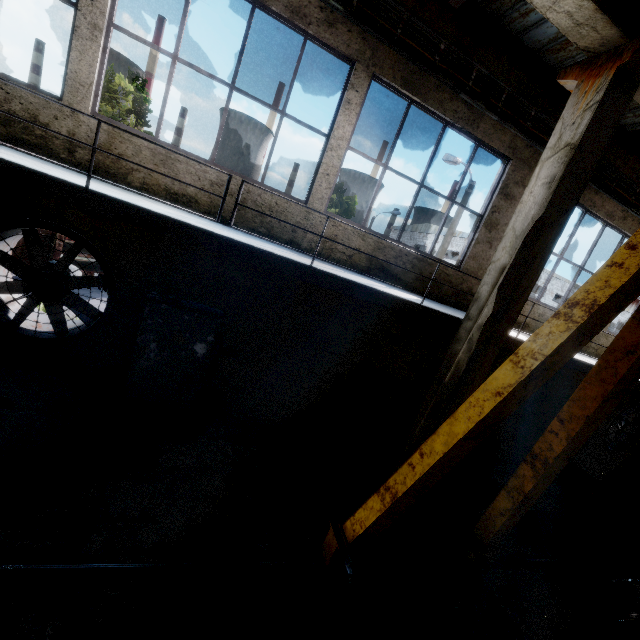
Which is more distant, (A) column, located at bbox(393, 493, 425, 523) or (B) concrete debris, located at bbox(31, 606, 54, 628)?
(A) column, located at bbox(393, 493, 425, 523)

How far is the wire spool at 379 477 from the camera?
6.5 meters

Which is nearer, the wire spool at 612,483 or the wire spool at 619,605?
the wire spool at 619,605

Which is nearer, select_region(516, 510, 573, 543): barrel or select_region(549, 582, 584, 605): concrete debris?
select_region(549, 582, 584, 605): concrete debris

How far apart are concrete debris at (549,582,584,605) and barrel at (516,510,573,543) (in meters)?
0.70

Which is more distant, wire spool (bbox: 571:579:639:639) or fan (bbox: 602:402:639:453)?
fan (bbox: 602:402:639:453)

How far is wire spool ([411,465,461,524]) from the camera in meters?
6.2

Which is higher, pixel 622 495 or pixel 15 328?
pixel 622 495
